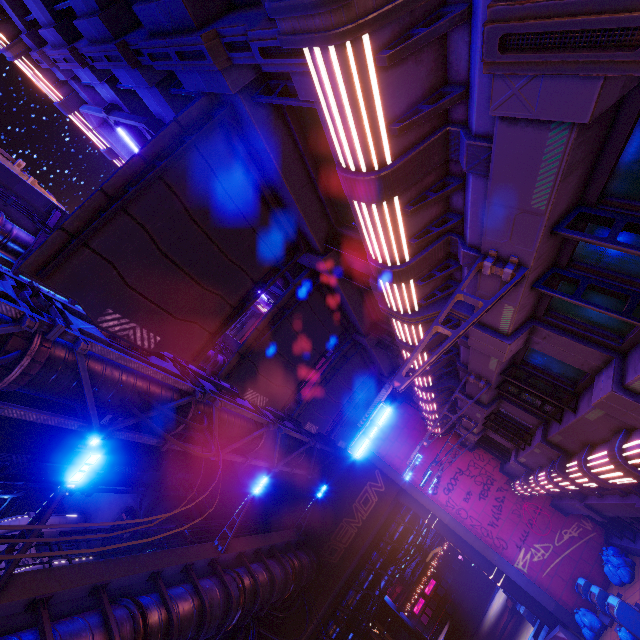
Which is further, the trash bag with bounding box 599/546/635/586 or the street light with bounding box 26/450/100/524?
the trash bag with bounding box 599/546/635/586

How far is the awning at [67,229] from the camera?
5.2 meters

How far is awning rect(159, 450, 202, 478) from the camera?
18.19m

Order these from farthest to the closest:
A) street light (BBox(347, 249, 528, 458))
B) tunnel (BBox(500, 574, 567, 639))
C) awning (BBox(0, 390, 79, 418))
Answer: tunnel (BBox(500, 574, 567, 639)) → awning (BBox(0, 390, 79, 418)) → street light (BBox(347, 249, 528, 458))

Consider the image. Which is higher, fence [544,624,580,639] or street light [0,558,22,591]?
street light [0,558,22,591]

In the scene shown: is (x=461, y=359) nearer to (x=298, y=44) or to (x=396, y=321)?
(x=396, y=321)

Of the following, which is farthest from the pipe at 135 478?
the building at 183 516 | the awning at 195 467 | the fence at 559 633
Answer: the fence at 559 633

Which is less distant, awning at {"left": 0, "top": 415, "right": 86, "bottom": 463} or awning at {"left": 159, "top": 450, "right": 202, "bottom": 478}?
awning at {"left": 0, "top": 415, "right": 86, "bottom": 463}
